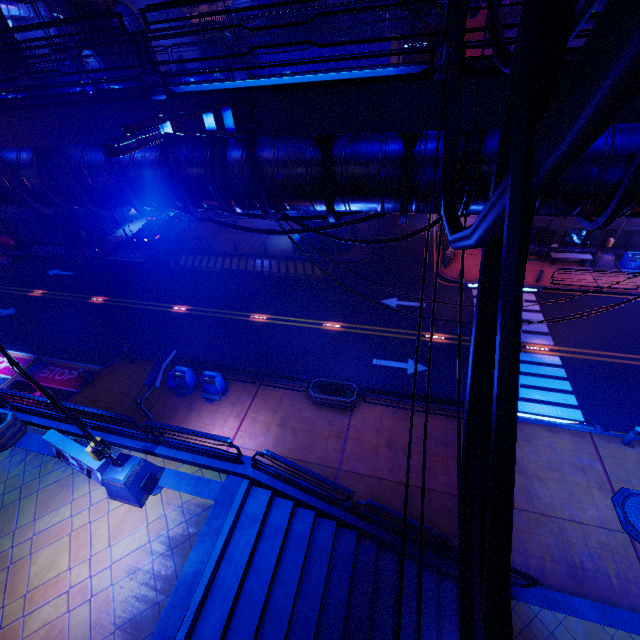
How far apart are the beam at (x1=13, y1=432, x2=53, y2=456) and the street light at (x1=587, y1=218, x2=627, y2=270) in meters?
29.7 m

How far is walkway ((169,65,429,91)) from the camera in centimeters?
770cm

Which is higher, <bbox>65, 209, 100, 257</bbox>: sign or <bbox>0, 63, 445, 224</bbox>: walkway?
<bbox>0, 63, 445, 224</bbox>: walkway

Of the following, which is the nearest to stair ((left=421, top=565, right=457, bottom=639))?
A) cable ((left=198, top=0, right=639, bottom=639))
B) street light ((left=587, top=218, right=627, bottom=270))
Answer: cable ((left=198, top=0, right=639, bottom=639))

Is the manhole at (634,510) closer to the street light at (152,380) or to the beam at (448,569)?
the beam at (448,569)

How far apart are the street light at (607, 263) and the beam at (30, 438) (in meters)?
29.73

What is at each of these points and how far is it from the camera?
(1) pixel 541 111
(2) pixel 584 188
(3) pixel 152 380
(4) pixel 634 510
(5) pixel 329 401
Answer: (1) cable, 1.4m
(2) walkway, 5.4m
(3) street light, 9.8m
(4) manhole, 11.2m
(5) plant holder, 15.2m

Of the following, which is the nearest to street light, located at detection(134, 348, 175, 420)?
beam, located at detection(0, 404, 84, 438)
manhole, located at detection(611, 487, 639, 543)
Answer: beam, located at detection(0, 404, 84, 438)
